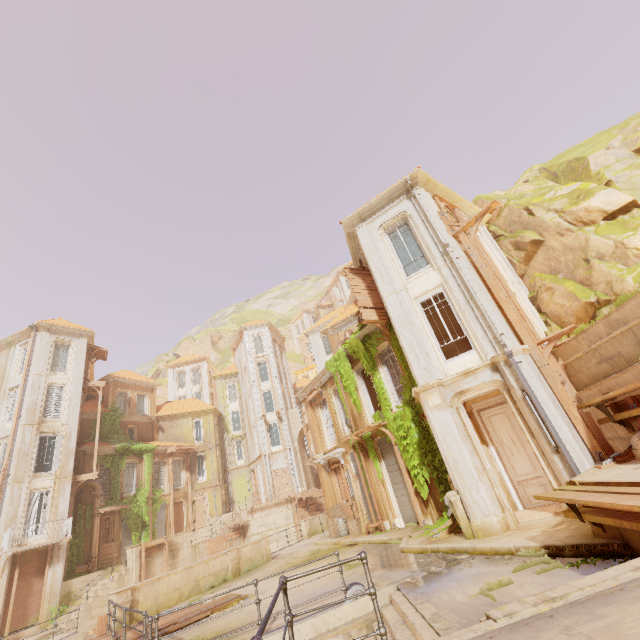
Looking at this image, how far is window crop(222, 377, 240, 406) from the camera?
42.8 meters

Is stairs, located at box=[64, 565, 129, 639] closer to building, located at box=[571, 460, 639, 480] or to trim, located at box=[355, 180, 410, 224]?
building, located at box=[571, 460, 639, 480]

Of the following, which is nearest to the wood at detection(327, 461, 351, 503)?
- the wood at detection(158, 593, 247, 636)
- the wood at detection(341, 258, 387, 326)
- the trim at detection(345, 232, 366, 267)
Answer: the wood at detection(158, 593, 247, 636)

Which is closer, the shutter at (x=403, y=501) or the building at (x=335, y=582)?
the building at (x=335, y=582)

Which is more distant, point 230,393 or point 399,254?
point 230,393

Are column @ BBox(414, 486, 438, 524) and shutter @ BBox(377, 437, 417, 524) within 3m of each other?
yes

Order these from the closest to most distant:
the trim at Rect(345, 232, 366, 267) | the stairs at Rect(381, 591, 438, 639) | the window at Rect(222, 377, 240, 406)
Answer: the stairs at Rect(381, 591, 438, 639) → the trim at Rect(345, 232, 366, 267) → the window at Rect(222, 377, 240, 406)

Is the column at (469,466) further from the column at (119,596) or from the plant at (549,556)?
the column at (119,596)
